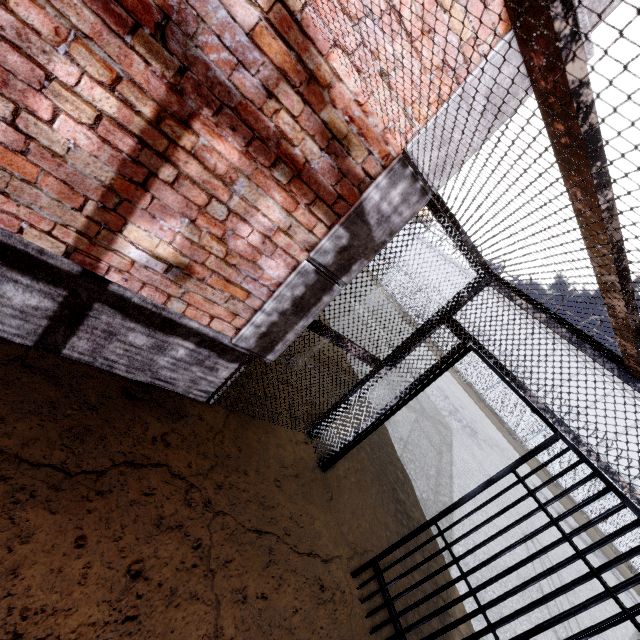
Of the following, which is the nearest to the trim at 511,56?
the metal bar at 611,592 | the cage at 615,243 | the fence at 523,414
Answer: the cage at 615,243

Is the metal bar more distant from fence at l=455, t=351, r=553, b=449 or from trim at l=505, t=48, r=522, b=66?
fence at l=455, t=351, r=553, b=449

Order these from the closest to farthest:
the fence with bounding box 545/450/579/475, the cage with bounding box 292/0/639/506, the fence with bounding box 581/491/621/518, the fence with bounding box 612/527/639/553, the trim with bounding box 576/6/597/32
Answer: the cage with bounding box 292/0/639/506 < the trim with bounding box 576/6/597/32 < the fence with bounding box 612/527/639/553 < the fence with bounding box 581/491/621/518 < the fence with bounding box 545/450/579/475

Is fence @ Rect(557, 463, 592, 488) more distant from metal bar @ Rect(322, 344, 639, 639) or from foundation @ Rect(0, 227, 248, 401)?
metal bar @ Rect(322, 344, 639, 639)

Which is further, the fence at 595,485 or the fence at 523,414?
the fence at 523,414

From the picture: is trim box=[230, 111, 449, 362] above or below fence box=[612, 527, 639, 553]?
above

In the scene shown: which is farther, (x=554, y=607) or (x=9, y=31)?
(x=554, y=607)
